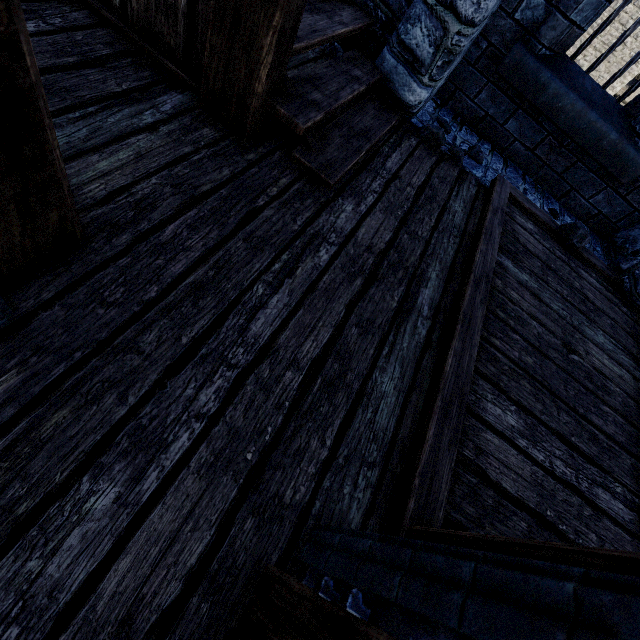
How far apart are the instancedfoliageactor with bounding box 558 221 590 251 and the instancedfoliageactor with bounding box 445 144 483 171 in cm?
107

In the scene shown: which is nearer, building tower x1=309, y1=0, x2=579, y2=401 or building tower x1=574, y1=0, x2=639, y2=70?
building tower x1=309, y1=0, x2=579, y2=401

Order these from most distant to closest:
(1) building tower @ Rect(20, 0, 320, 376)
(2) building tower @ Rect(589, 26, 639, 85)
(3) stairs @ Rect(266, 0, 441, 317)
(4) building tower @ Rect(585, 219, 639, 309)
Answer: (2) building tower @ Rect(589, 26, 639, 85)
(4) building tower @ Rect(585, 219, 639, 309)
(3) stairs @ Rect(266, 0, 441, 317)
(1) building tower @ Rect(20, 0, 320, 376)

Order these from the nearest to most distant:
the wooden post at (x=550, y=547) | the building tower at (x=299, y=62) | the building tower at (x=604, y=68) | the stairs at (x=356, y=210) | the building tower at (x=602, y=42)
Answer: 1. the wooden post at (x=550, y=547)
2. the stairs at (x=356, y=210)
3. the building tower at (x=299, y=62)
4. the building tower at (x=602, y=42)
5. the building tower at (x=604, y=68)

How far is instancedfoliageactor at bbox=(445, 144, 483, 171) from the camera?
3.2 meters

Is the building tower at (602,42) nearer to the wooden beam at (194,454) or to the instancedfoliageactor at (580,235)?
the instancedfoliageactor at (580,235)

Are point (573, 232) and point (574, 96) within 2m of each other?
yes

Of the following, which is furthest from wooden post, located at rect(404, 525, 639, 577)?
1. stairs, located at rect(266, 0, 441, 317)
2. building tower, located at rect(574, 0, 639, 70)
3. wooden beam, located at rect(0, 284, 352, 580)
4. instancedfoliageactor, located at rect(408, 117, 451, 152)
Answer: building tower, located at rect(574, 0, 639, 70)
